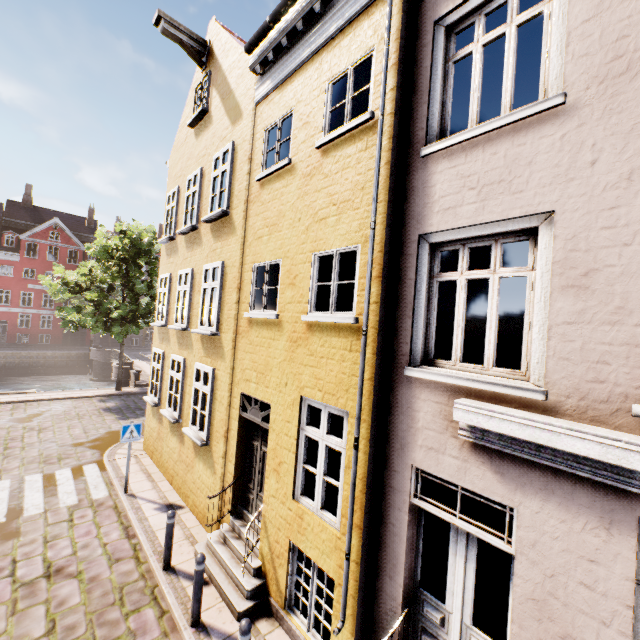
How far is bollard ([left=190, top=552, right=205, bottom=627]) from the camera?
5.2m

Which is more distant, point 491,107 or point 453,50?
point 491,107

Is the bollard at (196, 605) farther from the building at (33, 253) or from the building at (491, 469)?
the building at (33, 253)

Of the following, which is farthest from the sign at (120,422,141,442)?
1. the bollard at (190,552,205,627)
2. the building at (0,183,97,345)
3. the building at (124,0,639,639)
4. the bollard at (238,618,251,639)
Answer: the building at (0,183,97,345)

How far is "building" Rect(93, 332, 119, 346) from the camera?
43.6m

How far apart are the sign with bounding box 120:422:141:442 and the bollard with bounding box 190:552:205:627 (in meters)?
4.82

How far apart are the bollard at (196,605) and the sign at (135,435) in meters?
4.8 m
